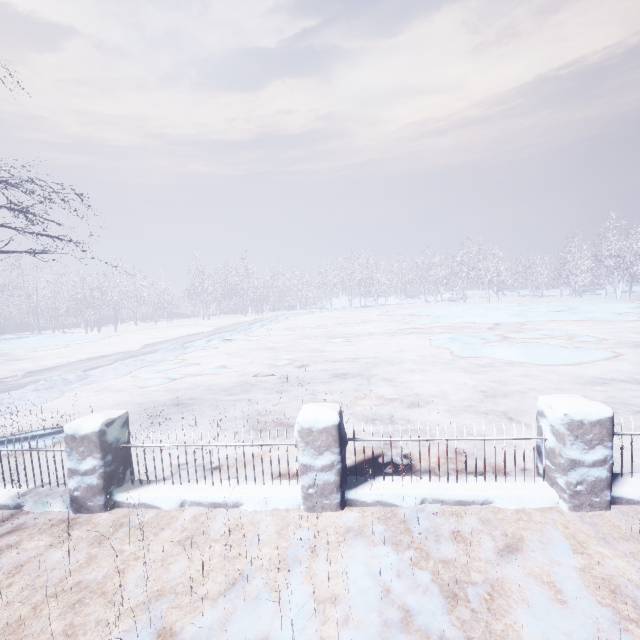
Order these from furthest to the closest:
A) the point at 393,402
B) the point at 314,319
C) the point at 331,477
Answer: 1. the point at 314,319
2. the point at 393,402
3. the point at 331,477
